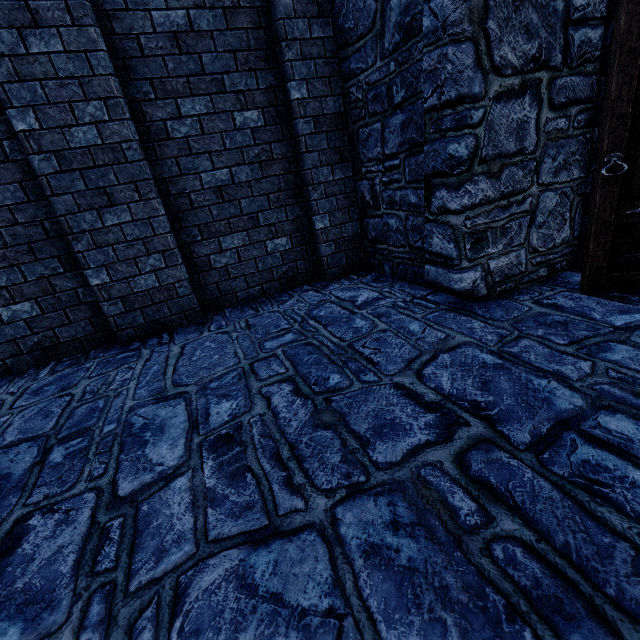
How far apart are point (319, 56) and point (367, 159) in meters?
1.3
